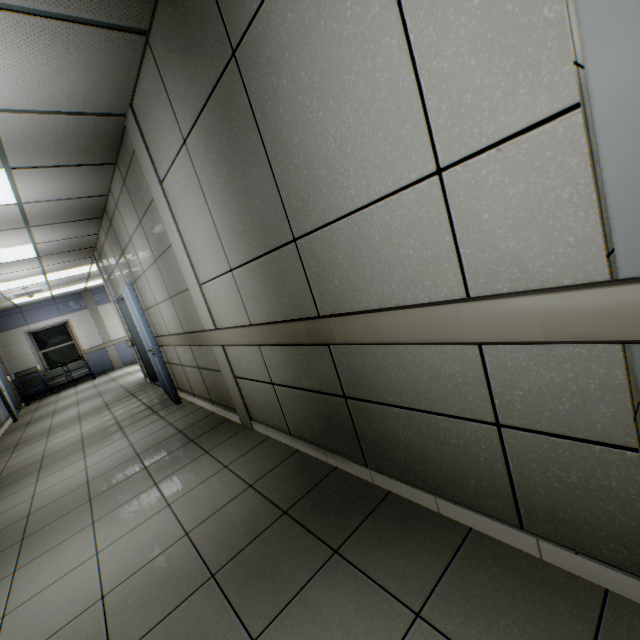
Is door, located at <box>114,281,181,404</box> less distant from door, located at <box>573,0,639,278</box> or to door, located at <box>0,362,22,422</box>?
door, located at <box>0,362,22,422</box>

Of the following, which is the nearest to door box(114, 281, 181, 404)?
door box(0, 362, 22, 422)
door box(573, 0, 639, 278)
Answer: door box(0, 362, 22, 422)

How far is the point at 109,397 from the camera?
7.6 meters

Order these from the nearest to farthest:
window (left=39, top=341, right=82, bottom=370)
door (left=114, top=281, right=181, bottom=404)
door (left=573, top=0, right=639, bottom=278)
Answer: door (left=573, top=0, right=639, bottom=278) < door (left=114, top=281, right=181, bottom=404) < window (left=39, top=341, right=82, bottom=370)

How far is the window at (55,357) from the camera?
11.7m

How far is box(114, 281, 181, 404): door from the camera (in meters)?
4.86

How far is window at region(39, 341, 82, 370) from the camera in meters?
11.7 m

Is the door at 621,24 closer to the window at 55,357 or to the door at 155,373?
the door at 155,373
